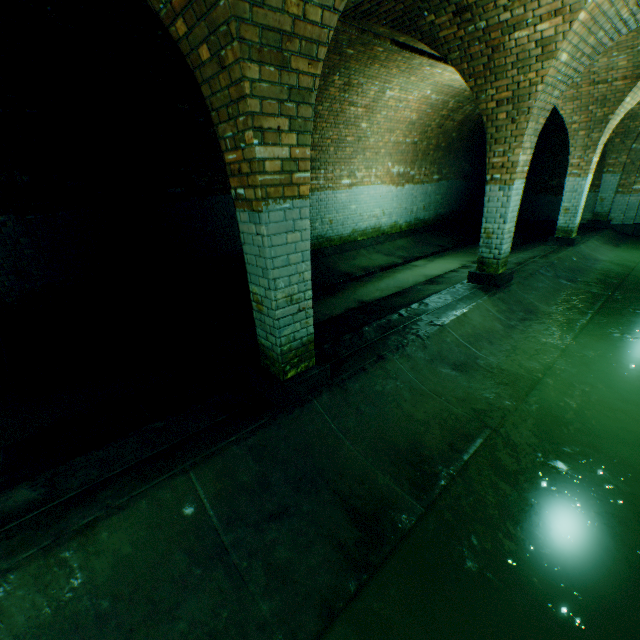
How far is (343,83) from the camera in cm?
729
